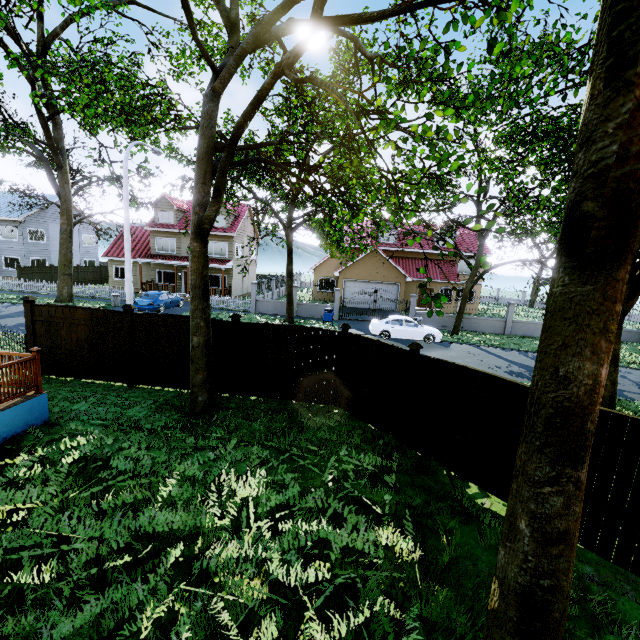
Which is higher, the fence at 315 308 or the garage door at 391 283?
the garage door at 391 283

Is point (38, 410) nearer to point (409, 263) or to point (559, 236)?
point (559, 236)

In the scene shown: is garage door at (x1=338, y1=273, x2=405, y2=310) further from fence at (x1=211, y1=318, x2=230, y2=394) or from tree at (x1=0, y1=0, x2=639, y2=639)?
fence at (x1=211, y1=318, x2=230, y2=394)

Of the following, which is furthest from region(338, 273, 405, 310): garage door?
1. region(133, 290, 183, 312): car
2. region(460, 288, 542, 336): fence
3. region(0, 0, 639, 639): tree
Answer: region(133, 290, 183, 312): car

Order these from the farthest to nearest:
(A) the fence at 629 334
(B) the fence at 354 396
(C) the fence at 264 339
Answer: (A) the fence at 629 334 < (C) the fence at 264 339 < (B) the fence at 354 396

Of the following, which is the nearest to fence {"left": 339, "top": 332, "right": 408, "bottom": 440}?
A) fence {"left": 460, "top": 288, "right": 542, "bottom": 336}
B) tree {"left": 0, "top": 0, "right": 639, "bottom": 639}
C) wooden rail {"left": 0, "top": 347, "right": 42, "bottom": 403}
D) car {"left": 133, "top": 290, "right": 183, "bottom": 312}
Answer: tree {"left": 0, "top": 0, "right": 639, "bottom": 639}

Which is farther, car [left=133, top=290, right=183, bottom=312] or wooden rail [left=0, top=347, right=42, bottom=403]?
car [left=133, top=290, right=183, bottom=312]
